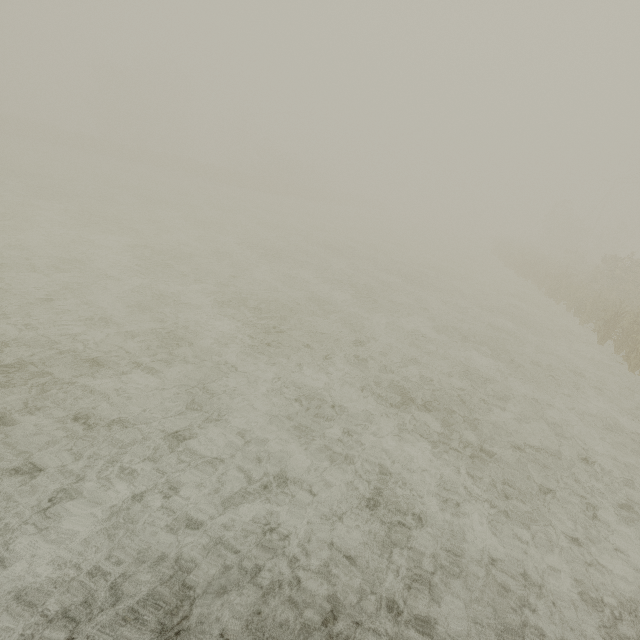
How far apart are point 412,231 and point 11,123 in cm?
5341
